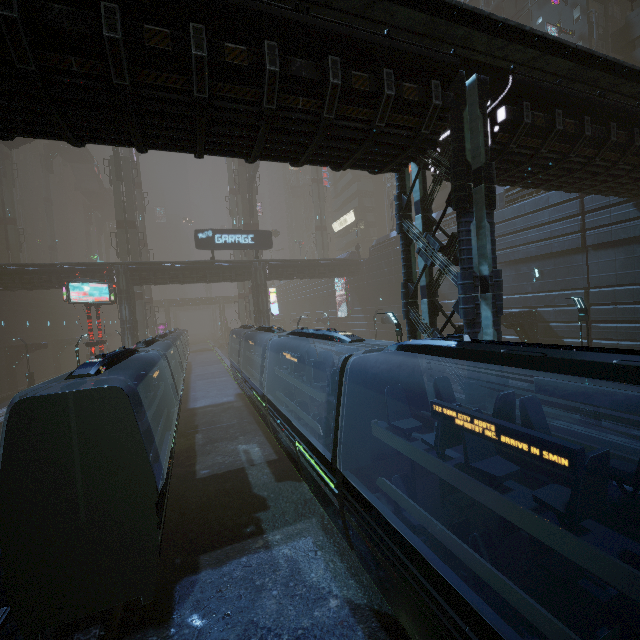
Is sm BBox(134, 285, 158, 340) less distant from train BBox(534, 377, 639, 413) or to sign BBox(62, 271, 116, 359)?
sign BBox(62, 271, 116, 359)

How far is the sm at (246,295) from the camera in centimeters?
4559cm

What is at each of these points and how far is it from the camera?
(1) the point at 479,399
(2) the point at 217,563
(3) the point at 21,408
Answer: (1) building, 8.7 meters
(2) train rail, 9.2 meters
(3) train, 6.3 meters

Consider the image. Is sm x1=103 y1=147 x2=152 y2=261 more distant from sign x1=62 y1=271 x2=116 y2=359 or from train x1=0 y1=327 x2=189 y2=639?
train x1=0 y1=327 x2=189 y2=639

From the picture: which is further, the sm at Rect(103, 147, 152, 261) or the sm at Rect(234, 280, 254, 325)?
the sm at Rect(234, 280, 254, 325)

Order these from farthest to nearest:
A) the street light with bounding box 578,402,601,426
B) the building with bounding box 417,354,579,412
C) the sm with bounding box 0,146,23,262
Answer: the sm with bounding box 0,146,23,262 → the street light with bounding box 578,402,601,426 → the building with bounding box 417,354,579,412

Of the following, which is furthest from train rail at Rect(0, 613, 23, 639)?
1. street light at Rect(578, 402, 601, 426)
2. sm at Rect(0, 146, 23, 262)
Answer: street light at Rect(578, 402, 601, 426)

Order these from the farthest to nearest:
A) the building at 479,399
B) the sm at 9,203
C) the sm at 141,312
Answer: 1. the sm at 9,203
2. the sm at 141,312
3. the building at 479,399
